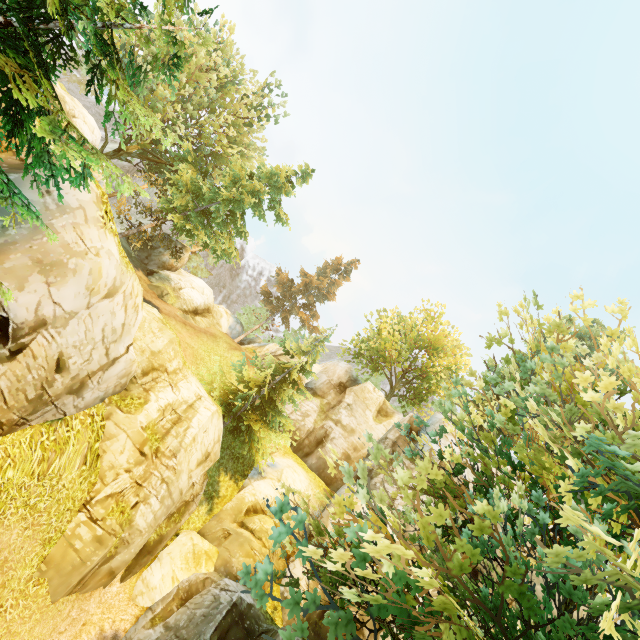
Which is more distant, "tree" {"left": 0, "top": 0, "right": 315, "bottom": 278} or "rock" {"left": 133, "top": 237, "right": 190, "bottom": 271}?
"rock" {"left": 133, "top": 237, "right": 190, "bottom": 271}

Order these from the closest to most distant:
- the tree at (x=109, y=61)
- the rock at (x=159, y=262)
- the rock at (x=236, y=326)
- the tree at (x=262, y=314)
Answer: the tree at (x=109, y=61) → the tree at (x=262, y=314) → the rock at (x=159, y=262) → the rock at (x=236, y=326)

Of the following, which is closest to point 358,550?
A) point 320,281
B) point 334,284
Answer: point 320,281

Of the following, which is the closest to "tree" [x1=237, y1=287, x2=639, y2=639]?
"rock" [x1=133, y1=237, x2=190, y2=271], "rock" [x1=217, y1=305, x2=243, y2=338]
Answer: "rock" [x1=217, y1=305, x2=243, y2=338]

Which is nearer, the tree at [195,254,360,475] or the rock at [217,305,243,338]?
the tree at [195,254,360,475]

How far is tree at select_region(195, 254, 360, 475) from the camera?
18.77m

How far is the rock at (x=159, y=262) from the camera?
29.5m

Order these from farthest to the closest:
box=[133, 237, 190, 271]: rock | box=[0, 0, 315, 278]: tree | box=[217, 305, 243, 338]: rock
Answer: box=[217, 305, 243, 338]: rock < box=[133, 237, 190, 271]: rock < box=[0, 0, 315, 278]: tree
